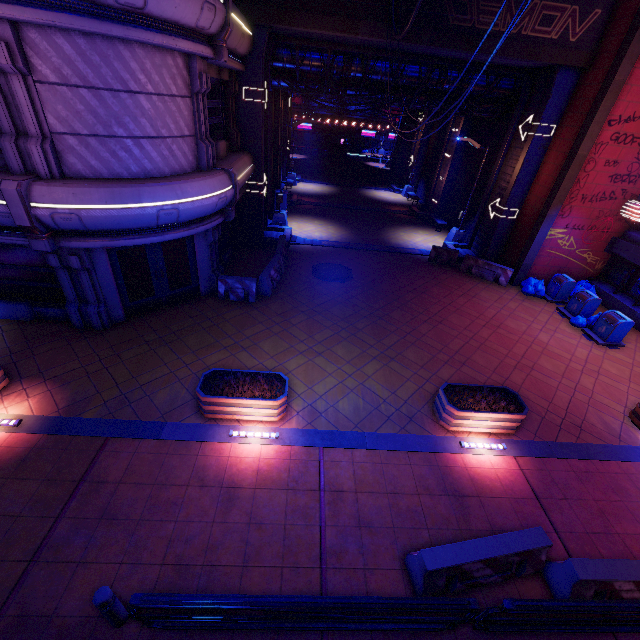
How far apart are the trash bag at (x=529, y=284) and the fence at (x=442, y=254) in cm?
335

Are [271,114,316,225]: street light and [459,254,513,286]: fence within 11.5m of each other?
yes

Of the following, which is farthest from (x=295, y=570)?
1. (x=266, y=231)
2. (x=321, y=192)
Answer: (x=321, y=192)

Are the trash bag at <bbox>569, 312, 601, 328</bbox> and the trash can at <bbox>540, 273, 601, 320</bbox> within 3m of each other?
yes

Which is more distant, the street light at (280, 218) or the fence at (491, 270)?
the street light at (280, 218)

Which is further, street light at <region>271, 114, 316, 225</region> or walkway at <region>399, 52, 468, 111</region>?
street light at <region>271, 114, 316, 225</region>

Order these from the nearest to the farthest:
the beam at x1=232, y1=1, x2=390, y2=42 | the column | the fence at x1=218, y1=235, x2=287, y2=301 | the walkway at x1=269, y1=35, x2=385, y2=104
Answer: the column < the beam at x1=232, y1=1, x2=390, y2=42 < the fence at x1=218, y1=235, x2=287, y2=301 < the walkway at x1=269, y1=35, x2=385, y2=104

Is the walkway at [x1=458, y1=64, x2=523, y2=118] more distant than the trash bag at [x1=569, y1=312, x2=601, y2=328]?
Yes
